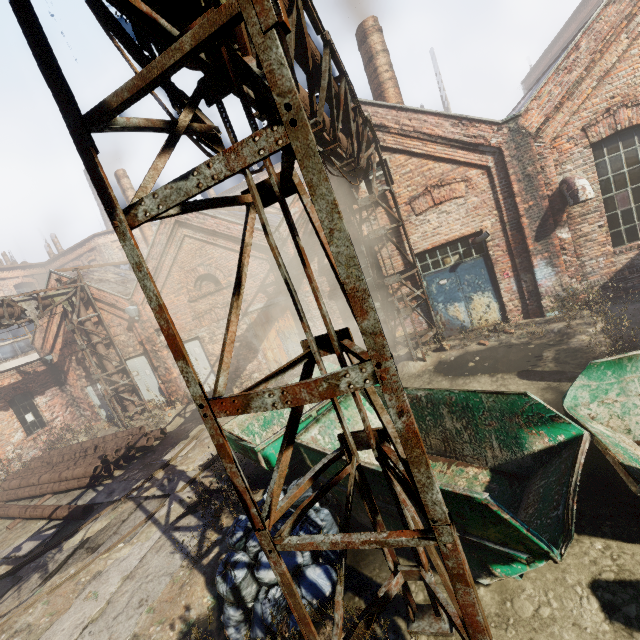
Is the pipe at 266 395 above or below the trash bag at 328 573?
above

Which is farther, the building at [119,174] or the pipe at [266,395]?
the building at [119,174]

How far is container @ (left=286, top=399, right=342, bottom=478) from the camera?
4.9 meters

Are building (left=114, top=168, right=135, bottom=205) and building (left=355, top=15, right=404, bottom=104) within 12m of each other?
no

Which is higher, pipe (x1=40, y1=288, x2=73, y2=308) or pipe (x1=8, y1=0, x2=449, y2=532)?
pipe (x1=40, y1=288, x2=73, y2=308)

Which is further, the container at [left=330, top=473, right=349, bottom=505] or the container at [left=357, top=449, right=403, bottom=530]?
the container at [left=330, top=473, right=349, bottom=505]

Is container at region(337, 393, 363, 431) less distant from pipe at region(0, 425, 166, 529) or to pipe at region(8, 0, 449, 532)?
pipe at region(8, 0, 449, 532)

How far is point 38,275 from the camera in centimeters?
3353cm
